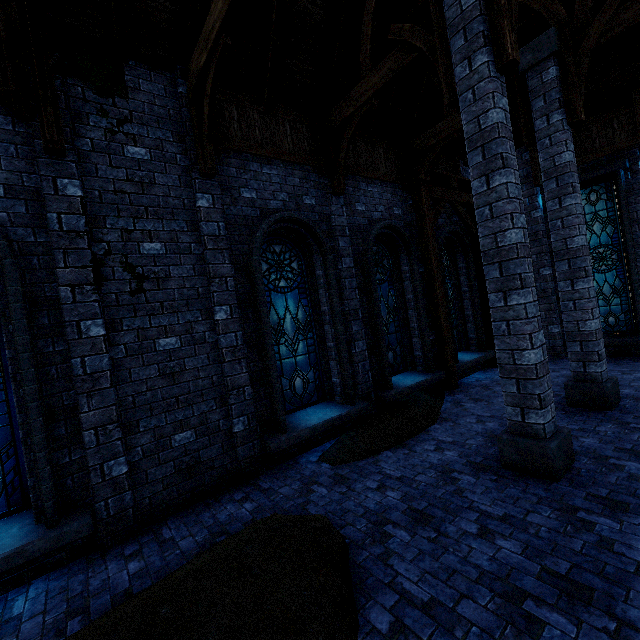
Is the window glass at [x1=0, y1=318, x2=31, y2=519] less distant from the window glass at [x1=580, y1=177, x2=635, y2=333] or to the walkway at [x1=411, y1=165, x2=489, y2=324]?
A: the walkway at [x1=411, y1=165, x2=489, y2=324]

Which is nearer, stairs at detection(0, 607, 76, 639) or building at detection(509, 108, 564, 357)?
stairs at detection(0, 607, 76, 639)

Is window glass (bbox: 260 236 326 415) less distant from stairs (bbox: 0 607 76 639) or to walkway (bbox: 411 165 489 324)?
stairs (bbox: 0 607 76 639)

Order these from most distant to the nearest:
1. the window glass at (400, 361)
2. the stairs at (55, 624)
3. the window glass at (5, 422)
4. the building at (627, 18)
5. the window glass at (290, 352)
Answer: the window glass at (400, 361) → the window glass at (290, 352) → the building at (627, 18) → the window glass at (5, 422) → the stairs at (55, 624)

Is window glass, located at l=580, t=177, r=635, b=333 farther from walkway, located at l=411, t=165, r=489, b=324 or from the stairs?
the stairs

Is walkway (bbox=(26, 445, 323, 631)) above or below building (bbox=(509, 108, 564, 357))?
below

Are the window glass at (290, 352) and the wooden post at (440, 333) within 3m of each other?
no

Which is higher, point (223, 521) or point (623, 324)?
point (623, 324)
